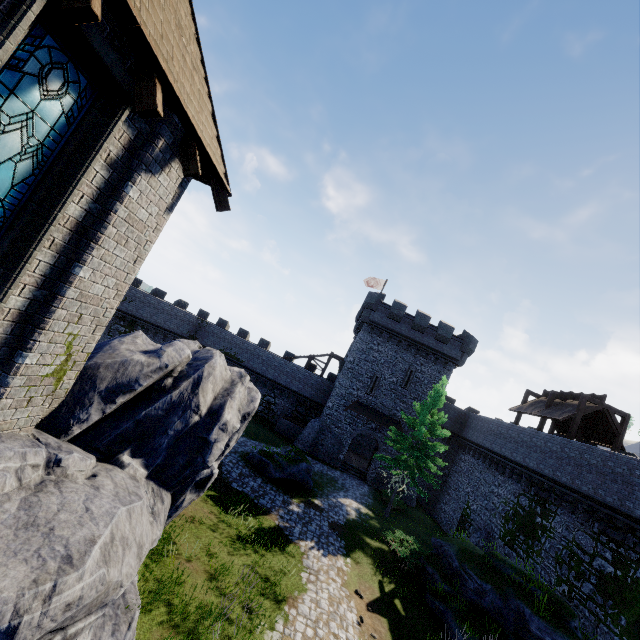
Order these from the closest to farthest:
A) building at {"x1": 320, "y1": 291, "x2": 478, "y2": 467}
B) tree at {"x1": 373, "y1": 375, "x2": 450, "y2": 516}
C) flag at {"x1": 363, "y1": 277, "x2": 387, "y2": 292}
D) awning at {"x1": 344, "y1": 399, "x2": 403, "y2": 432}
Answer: tree at {"x1": 373, "y1": 375, "x2": 450, "y2": 516}
awning at {"x1": 344, "y1": 399, "x2": 403, "y2": 432}
building at {"x1": 320, "y1": 291, "x2": 478, "y2": 467}
flag at {"x1": 363, "y1": 277, "x2": 387, "y2": 292}

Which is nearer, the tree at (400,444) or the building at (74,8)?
the building at (74,8)

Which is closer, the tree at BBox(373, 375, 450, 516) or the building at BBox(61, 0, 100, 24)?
the building at BBox(61, 0, 100, 24)

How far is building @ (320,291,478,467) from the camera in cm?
3119

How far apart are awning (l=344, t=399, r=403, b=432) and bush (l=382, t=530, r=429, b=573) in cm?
1166

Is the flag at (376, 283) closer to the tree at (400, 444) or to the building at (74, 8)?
the tree at (400, 444)

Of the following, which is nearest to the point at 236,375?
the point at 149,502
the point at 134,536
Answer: the point at 149,502

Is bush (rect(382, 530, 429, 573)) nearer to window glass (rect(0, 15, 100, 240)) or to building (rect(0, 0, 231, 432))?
building (rect(0, 0, 231, 432))
